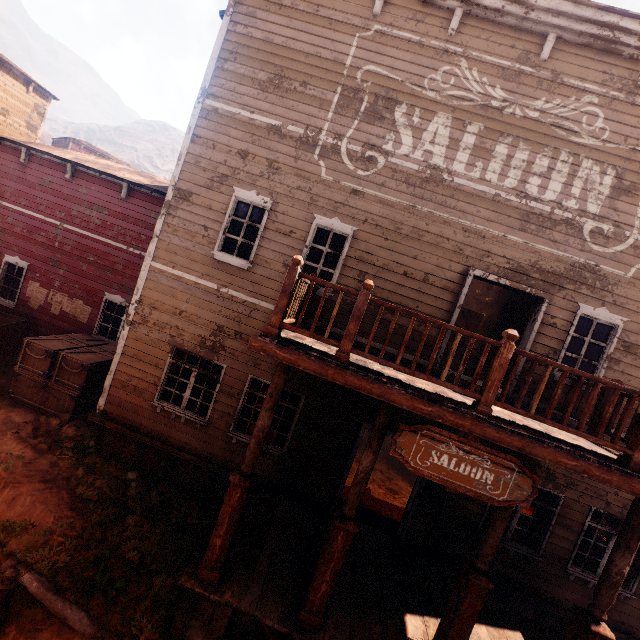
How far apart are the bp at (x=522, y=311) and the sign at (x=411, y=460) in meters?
4.0

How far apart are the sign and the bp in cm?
397

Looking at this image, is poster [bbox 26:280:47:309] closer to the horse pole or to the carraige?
the carraige

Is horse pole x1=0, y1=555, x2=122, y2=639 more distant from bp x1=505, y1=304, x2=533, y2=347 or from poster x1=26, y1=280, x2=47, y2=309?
poster x1=26, y1=280, x2=47, y2=309

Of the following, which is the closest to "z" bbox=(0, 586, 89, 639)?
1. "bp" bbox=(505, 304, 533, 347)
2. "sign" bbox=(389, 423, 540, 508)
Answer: "sign" bbox=(389, 423, 540, 508)

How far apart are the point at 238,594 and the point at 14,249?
13.25m

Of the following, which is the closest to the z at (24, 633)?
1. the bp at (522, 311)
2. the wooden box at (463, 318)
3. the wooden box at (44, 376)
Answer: the wooden box at (44, 376)

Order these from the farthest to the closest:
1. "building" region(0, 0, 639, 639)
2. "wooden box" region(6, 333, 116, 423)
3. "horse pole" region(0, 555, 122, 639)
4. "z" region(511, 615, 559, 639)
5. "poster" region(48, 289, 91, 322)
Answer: "poster" region(48, 289, 91, 322) < "wooden box" region(6, 333, 116, 423) < "z" region(511, 615, 559, 639) < "building" region(0, 0, 639, 639) < "horse pole" region(0, 555, 122, 639)
